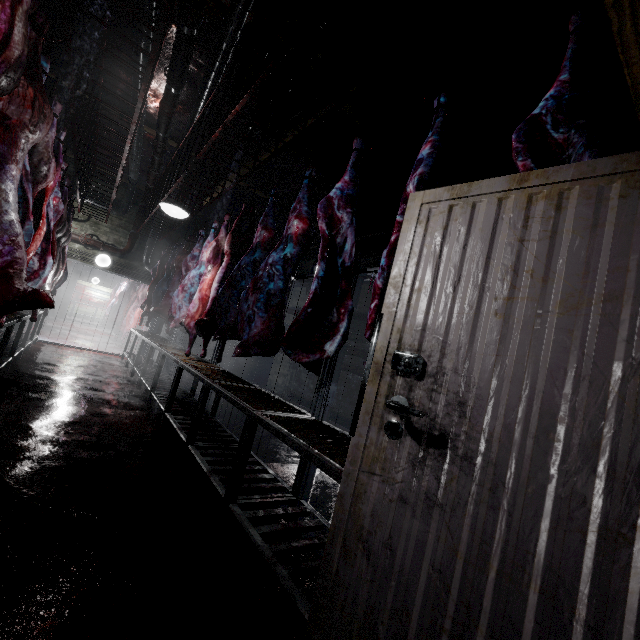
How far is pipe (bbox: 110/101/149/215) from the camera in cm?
526

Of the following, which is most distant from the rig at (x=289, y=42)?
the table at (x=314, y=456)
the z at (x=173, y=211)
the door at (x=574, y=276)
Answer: the table at (x=314, y=456)

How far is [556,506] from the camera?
0.7m

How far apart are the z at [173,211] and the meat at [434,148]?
2.7 meters

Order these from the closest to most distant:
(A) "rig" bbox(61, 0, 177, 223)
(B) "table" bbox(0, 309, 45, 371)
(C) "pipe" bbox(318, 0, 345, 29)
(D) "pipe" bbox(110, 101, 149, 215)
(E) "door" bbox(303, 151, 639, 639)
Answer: Result: (E) "door" bbox(303, 151, 639, 639) → (A) "rig" bbox(61, 0, 177, 223) → (C) "pipe" bbox(318, 0, 345, 29) → (B) "table" bbox(0, 309, 45, 371) → (D) "pipe" bbox(110, 101, 149, 215)

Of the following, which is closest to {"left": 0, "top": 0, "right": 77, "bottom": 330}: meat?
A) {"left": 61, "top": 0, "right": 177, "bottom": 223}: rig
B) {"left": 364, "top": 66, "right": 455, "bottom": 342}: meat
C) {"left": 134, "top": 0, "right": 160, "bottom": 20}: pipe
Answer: {"left": 61, "top": 0, "right": 177, "bottom": 223}: rig

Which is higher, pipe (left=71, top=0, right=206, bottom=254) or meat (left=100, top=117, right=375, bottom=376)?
pipe (left=71, top=0, right=206, bottom=254)

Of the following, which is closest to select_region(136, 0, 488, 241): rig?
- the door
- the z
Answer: the z
